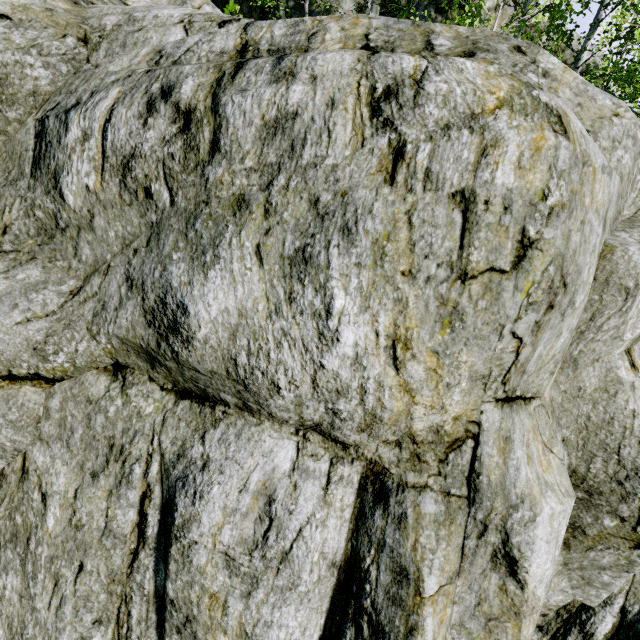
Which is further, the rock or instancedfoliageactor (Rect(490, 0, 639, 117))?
instancedfoliageactor (Rect(490, 0, 639, 117))

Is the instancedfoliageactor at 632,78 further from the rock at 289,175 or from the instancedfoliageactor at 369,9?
the instancedfoliageactor at 369,9

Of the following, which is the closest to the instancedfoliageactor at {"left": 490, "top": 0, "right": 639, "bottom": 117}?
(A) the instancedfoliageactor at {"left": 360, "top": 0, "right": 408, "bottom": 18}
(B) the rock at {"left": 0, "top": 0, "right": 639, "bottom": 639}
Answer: (B) the rock at {"left": 0, "top": 0, "right": 639, "bottom": 639}

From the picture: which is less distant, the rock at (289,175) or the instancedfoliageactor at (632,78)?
the rock at (289,175)

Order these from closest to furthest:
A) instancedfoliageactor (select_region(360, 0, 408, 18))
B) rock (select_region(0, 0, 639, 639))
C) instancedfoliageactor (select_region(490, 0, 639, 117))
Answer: rock (select_region(0, 0, 639, 639))
instancedfoliageactor (select_region(490, 0, 639, 117))
instancedfoliageactor (select_region(360, 0, 408, 18))

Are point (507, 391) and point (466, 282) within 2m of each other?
yes

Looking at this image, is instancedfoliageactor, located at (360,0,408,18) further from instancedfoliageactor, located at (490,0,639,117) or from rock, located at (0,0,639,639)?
instancedfoliageactor, located at (490,0,639,117)
